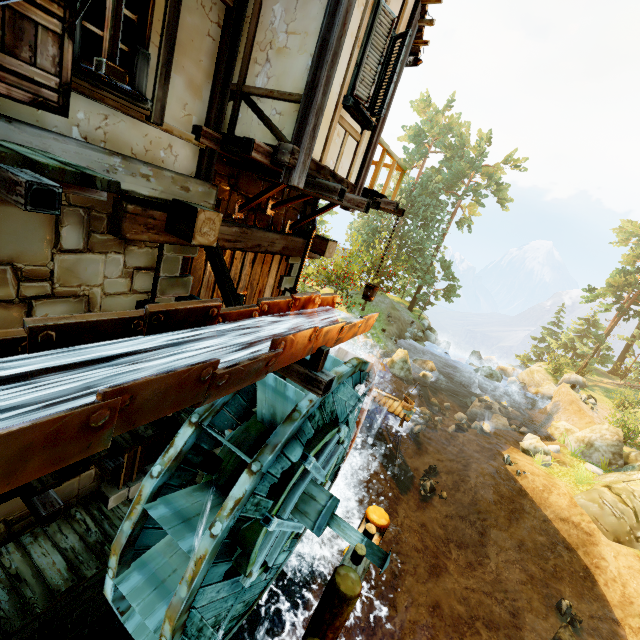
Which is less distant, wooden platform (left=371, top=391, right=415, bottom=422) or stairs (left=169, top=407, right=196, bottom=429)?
stairs (left=169, top=407, right=196, bottom=429)

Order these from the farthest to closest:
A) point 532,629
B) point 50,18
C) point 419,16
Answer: point 532,629 → point 419,16 → point 50,18

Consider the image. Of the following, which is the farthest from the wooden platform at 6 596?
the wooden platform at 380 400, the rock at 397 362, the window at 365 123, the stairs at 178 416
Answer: the rock at 397 362

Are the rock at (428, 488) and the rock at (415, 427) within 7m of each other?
yes

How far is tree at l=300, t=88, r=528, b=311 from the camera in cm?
3030

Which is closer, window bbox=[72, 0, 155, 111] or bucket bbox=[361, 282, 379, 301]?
window bbox=[72, 0, 155, 111]

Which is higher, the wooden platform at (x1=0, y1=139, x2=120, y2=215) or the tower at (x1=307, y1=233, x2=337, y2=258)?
the wooden platform at (x1=0, y1=139, x2=120, y2=215)

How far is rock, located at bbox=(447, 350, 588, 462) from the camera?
19.7m
